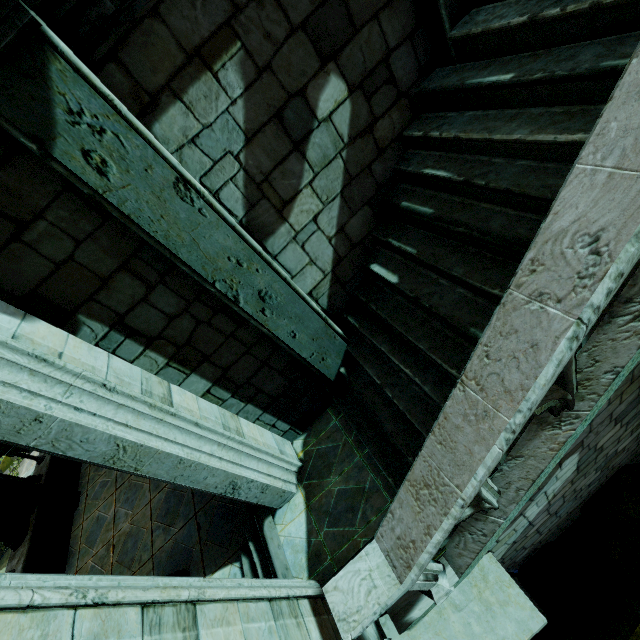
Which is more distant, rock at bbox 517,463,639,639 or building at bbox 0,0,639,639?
rock at bbox 517,463,639,639

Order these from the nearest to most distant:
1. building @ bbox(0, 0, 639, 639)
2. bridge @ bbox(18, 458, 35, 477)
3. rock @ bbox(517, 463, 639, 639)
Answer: Result:
building @ bbox(0, 0, 639, 639)
rock @ bbox(517, 463, 639, 639)
bridge @ bbox(18, 458, 35, 477)

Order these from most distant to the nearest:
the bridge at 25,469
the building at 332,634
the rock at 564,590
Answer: the bridge at 25,469
the rock at 564,590
the building at 332,634

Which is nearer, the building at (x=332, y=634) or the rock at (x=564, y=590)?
the building at (x=332, y=634)

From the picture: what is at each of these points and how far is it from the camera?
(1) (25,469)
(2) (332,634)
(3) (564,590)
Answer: (1) bridge, 28.2m
(2) building, 2.6m
(3) rock, 5.8m

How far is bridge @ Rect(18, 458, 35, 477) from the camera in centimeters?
2673cm

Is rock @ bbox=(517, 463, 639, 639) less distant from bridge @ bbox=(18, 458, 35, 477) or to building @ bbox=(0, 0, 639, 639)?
building @ bbox=(0, 0, 639, 639)
